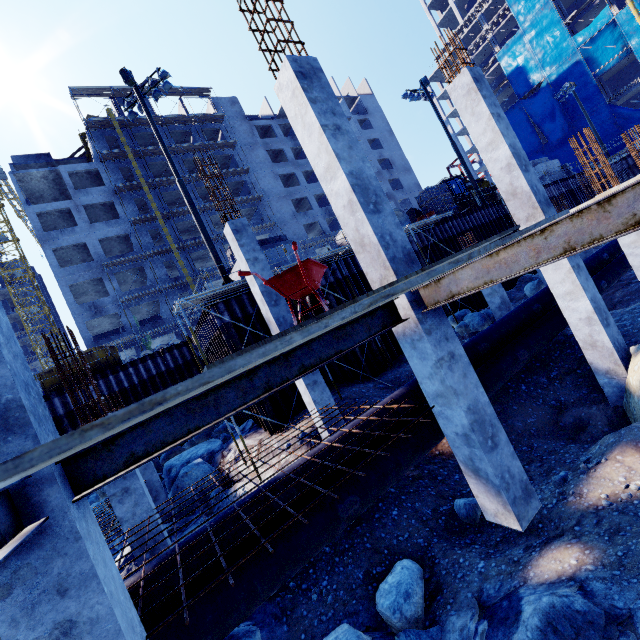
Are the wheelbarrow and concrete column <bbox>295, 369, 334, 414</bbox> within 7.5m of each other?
yes

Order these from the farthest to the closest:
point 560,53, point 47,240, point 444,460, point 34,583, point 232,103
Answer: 1. point 232,103
2. point 560,53
3. point 47,240
4. point 444,460
5. point 34,583

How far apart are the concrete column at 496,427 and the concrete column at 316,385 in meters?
4.3 m

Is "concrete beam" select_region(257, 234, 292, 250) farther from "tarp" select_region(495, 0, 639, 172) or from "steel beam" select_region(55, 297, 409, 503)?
"tarp" select_region(495, 0, 639, 172)

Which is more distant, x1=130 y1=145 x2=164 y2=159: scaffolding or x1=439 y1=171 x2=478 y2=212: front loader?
x1=130 y1=145 x2=164 y2=159: scaffolding

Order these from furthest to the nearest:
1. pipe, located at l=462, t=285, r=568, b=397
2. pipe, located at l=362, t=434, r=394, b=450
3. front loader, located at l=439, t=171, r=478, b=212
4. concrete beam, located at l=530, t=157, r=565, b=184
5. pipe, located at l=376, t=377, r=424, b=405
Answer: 1. concrete beam, located at l=530, t=157, r=565, b=184
2. front loader, located at l=439, t=171, r=478, b=212
3. pipe, located at l=462, t=285, r=568, b=397
4. pipe, located at l=376, t=377, r=424, b=405
5. pipe, located at l=362, t=434, r=394, b=450

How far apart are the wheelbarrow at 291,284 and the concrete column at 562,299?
6.56m

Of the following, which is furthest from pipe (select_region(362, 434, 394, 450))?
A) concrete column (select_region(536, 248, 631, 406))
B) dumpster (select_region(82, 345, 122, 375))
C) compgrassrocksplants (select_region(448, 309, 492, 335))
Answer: dumpster (select_region(82, 345, 122, 375))
